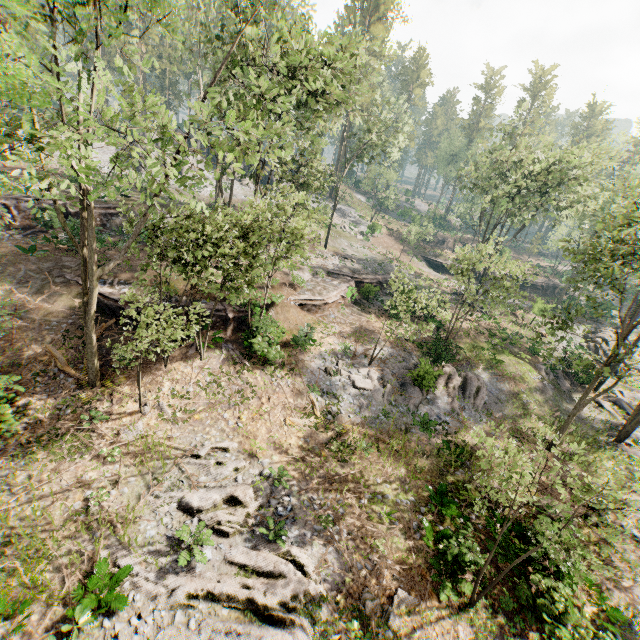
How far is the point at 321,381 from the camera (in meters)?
19.66

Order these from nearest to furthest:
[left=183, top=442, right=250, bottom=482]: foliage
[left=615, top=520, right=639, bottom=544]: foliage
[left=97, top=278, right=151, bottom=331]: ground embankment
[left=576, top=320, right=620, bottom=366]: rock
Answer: [left=615, top=520, right=639, bottom=544]: foliage < [left=183, top=442, right=250, bottom=482]: foliage < [left=97, top=278, right=151, bottom=331]: ground embankment < [left=576, top=320, right=620, bottom=366]: rock

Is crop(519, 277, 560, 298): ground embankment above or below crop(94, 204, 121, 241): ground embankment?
below

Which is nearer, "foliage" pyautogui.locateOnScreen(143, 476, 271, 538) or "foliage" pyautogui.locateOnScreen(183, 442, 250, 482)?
"foliage" pyautogui.locateOnScreen(143, 476, 271, 538)

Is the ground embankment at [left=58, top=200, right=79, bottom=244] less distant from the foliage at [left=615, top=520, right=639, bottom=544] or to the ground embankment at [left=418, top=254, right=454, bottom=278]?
the foliage at [left=615, top=520, right=639, bottom=544]

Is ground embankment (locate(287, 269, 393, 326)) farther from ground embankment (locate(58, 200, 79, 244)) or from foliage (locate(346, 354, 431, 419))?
ground embankment (locate(58, 200, 79, 244))

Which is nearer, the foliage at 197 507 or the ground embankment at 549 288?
the foliage at 197 507

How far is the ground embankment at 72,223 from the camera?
21.2 meters
